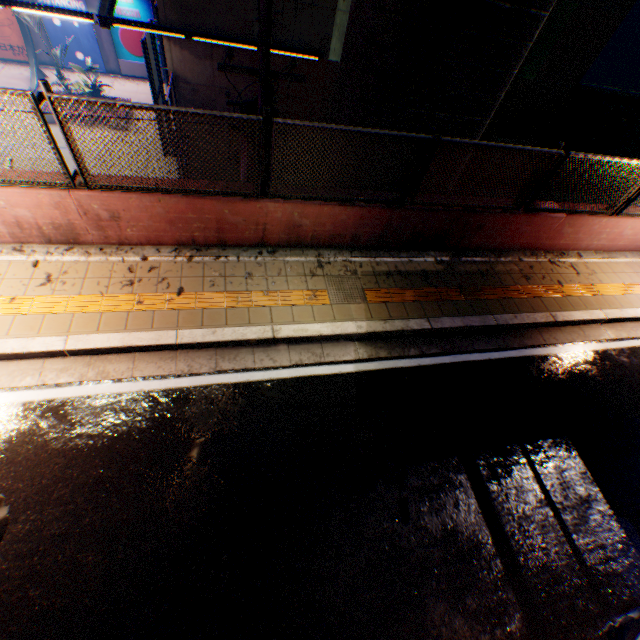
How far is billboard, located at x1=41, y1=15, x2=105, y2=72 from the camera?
19.02m

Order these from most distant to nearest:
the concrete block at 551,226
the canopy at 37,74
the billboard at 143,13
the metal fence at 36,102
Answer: the billboard at 143,13 → the canopy at 37,74 → the concrete block at 551,226 → the metal fence at 36,102

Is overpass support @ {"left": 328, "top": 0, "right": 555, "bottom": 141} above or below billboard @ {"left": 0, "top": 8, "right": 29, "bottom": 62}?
above

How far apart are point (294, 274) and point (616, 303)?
7.1m

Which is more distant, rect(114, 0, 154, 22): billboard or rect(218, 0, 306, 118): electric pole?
rect(114, 0, 154, 22): billboard

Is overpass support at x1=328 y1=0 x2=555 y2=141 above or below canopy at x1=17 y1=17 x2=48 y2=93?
above

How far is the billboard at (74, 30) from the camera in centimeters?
1902cm

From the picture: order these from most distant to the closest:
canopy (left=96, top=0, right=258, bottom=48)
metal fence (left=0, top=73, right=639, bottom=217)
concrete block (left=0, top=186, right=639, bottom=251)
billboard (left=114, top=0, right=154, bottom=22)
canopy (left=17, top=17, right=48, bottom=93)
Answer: billboard (left=114, top=0, right=154, bottom=22) → canopy (left=17, top=17, right=48, bottom=93) → canopy (left=96, top=0, right=258, bottom=48) → concrete block (left=0, top=186, right=639, bottom=251) → metal fence (left=0, top=73, right=639, bottom=217)
